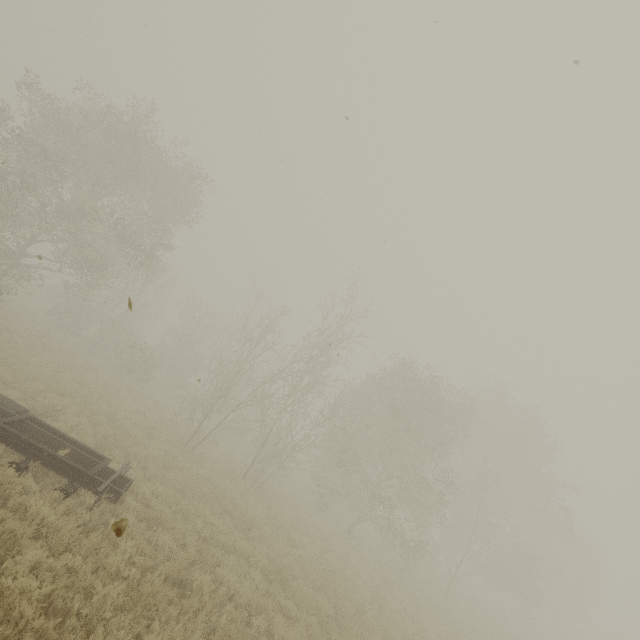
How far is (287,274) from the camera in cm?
1561
